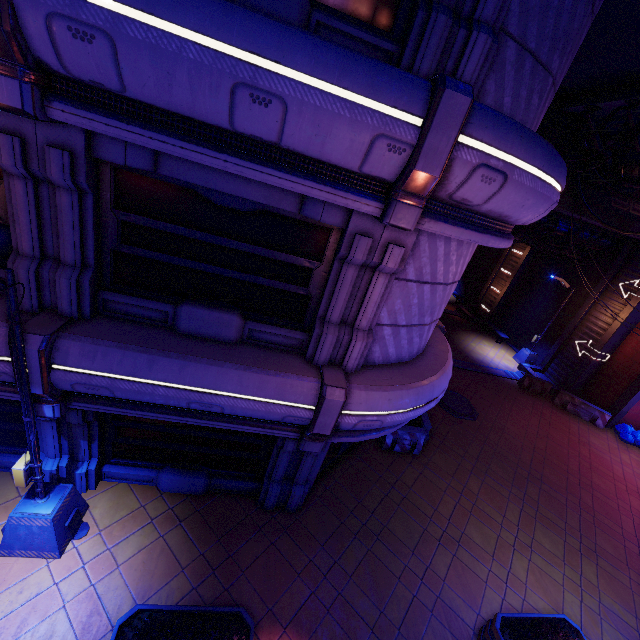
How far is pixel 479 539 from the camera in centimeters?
934cm

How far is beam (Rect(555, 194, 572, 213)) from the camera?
13.24m

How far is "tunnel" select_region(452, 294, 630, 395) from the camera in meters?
17.8 m

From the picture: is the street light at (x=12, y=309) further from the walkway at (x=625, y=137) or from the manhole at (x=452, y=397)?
the walkway at (x=625, y=137)

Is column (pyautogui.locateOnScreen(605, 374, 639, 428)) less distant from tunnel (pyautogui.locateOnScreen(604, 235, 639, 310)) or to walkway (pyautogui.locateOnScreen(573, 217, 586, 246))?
tunnel (pyautogui.locateOnScreen(604, 235, 639, 310))

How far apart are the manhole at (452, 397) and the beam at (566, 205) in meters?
9.2 m

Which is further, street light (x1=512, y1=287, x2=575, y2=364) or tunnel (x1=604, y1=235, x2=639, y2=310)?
street light (x1=512, y1=287, x2=575, y2=364)

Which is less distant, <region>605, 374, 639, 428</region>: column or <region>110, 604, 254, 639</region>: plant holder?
<region>110, 604, 254, 639</region>: plant holder
